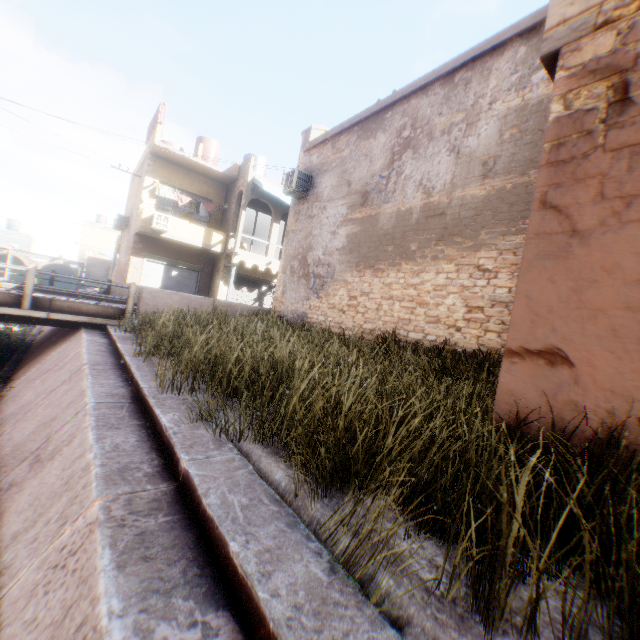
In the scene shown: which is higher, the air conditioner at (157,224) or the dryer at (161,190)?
the dryer at (161,190)

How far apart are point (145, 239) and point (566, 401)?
21.5 meters

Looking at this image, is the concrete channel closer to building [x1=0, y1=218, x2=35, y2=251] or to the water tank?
Answer: building [x1=0, y1=218, x2=35, y2=251]

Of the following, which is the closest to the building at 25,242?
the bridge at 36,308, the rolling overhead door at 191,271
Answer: the rolling overhead door at 191,271

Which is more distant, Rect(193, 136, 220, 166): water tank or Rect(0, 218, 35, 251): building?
Rect(0, 218, 35, 251): building

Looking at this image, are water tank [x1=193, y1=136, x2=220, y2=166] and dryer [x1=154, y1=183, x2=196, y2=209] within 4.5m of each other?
yes

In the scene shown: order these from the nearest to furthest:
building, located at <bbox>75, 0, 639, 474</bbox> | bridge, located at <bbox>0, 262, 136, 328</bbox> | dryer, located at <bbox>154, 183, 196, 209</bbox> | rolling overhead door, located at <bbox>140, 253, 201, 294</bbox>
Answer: building, located at <bbox>75, 0, 639, 474</bbox> < bridge, located at <bbox>0, 262, 136, 328</bbox> < dryer, located at <bbox>154, 183, 196, 209</bbox> < rolling overhead door, located at <bbox>140, 253, 201, 294</bbox>

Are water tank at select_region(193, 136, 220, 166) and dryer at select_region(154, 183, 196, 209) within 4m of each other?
yes
